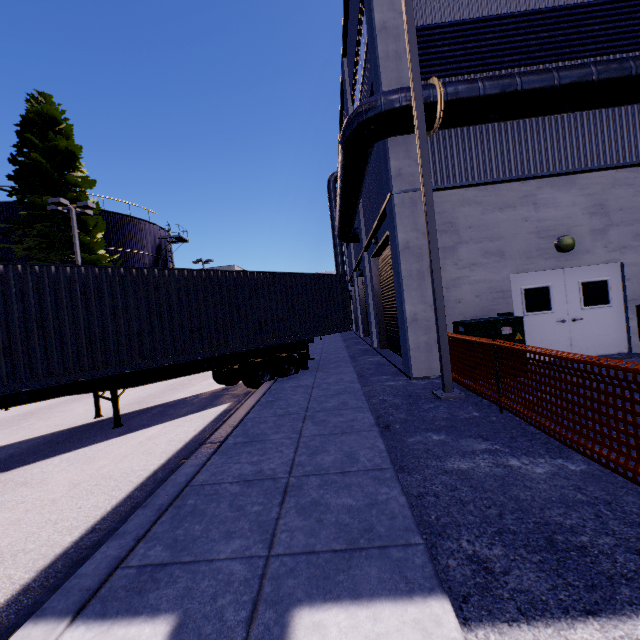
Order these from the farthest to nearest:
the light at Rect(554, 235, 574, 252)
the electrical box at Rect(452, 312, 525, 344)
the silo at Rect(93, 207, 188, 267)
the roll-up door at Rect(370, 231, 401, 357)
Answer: the silo at Rect(93, 207, 188, 267) < the roll-up door at Rect(370, 231, 401, 357) < the light at Rect(554, 235, 574, 252) < the electrical box at Rect(452, 312, 525, 344)

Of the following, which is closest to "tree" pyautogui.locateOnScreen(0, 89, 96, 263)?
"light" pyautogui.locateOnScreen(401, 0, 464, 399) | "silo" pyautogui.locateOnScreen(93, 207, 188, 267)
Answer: "silo" pyautogui.locateOnScreen(93, 207, 188, 267)

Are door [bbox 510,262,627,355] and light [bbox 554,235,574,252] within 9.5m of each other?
yes

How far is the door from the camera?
8.8m

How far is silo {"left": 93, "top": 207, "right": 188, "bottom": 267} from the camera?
25.7 meters

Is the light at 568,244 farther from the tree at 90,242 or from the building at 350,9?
the tree at 90,242

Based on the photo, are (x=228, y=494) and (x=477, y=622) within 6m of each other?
yes

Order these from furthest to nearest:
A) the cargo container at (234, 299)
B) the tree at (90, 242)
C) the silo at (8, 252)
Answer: the silo at (8, 252)
the tree at (90, 242)
the cargo container at (234, 299)
